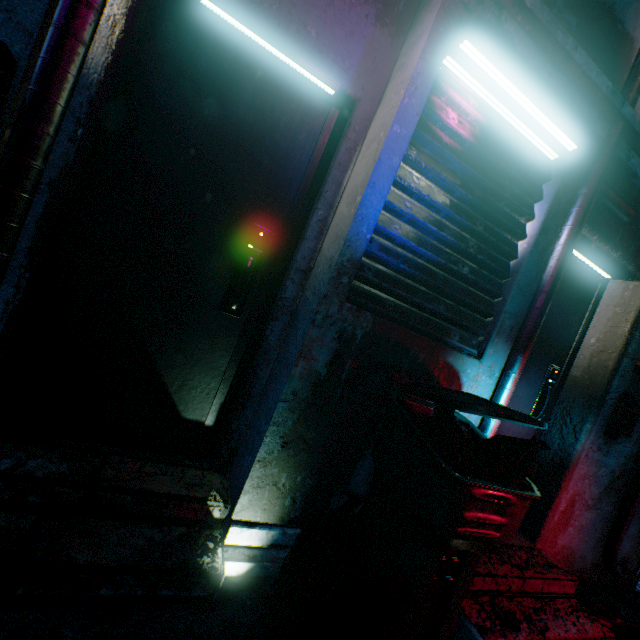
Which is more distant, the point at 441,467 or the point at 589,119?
the point at 589,119

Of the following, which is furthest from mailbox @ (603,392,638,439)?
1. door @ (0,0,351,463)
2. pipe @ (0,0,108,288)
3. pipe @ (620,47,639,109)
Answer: pipe @ (0,0,108,288)

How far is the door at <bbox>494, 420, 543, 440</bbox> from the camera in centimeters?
237cm

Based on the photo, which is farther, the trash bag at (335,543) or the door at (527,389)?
the door at (527,389)

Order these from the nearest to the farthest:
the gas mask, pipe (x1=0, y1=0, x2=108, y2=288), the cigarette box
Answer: pipe (x1=0, y1=0, x2=108, y2=288) → the cigarette box → the gas mask

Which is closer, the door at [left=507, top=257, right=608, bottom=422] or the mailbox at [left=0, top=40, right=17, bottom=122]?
the mailbox at [left=0, top=40, right=17, bottom=122]

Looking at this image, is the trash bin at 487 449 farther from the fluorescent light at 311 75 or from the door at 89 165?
the fluorescent light at 311 75

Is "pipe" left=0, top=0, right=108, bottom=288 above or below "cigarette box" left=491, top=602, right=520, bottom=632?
above
